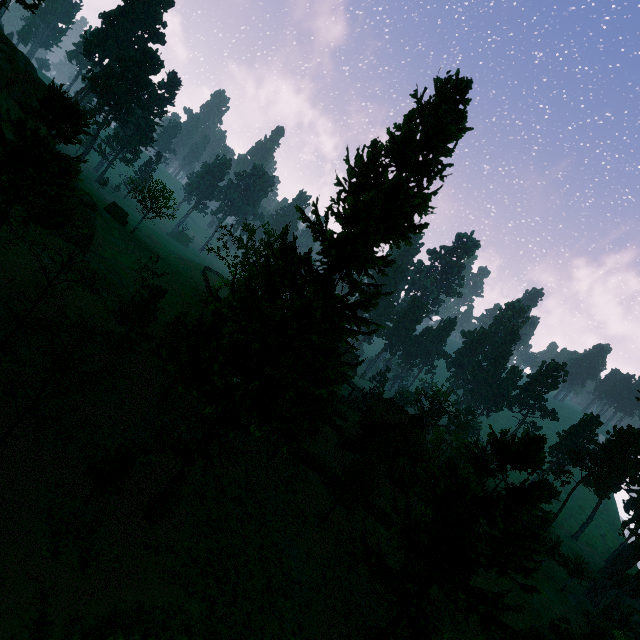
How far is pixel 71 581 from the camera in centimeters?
1198cm

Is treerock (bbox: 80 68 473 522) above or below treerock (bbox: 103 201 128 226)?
above

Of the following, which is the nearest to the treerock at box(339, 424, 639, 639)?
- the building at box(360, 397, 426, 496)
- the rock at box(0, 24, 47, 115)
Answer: the building at box(360, 397, 426, 496)

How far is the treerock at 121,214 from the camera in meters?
51.4 m

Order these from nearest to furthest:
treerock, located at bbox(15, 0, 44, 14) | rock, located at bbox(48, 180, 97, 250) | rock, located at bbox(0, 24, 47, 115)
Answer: rock, located at bbox(0, 24, 47, 115), rock, located at bbox(48, 180, 97, 250), treerock, located at bbox(15, 0, 44, 14)

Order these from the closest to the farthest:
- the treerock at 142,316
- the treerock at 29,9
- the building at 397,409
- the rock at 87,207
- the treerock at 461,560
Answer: the treerock at 461,560 → the treerock at 142,316 → the rock at 87,207 → the treerock at 29,9 → the building at 397,409
